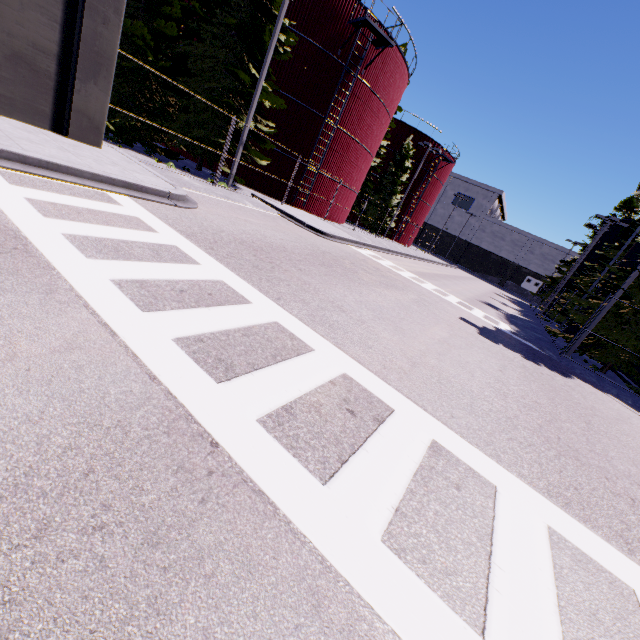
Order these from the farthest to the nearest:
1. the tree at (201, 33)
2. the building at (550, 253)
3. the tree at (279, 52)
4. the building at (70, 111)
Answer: the building at (550, 253)
the tree at (279, 52)
the tree at (201, 33)
the building at (70, 111)

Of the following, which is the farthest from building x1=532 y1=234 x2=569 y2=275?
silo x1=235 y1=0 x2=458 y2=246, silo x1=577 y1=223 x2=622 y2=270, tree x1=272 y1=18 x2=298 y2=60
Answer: tree x1=272 y1=18 x2=298 y2=60

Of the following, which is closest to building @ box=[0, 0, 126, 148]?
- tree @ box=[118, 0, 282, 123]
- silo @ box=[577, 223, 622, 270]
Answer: tree @ box=[118, 0, 282, 123]

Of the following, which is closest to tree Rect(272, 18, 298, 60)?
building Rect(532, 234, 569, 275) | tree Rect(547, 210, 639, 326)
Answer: tree Rect(547, 210, 639, 326)

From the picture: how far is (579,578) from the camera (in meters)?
2.99

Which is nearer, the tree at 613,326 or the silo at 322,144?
the tree at 613,326

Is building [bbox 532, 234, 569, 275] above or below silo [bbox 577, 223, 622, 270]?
below

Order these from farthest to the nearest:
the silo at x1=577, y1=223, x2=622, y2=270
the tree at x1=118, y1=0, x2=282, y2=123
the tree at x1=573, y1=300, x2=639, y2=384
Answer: the silo at x1=577, y1=223, x2=622, y2=270
the tree at x1=573, y1=300, x2=639, y2=384
the tree at x1=118, y1=0, x2=282, y2=123
